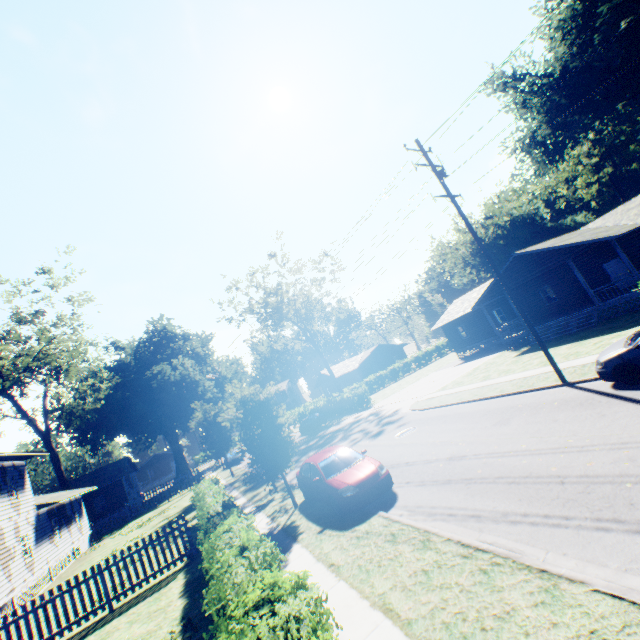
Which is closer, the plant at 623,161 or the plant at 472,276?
the plant at 623,161

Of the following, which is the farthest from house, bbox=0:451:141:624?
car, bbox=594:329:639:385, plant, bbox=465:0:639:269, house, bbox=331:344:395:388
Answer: house, bbox=331:344:395:388

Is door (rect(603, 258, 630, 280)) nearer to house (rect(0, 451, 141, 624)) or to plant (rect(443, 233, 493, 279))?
plant (rect(443, 233, 493, 279))

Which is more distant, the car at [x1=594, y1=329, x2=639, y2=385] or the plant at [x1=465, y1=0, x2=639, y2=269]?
the plant at [x1=465, y1=0, x2=639, y2=269]

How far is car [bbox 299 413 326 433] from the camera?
34.6 meters

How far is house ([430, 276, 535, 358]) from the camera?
26.16m

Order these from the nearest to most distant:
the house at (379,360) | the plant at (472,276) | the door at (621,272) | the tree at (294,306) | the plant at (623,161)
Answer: the door at (621,272) → the plant at (623,161) → the tree at (294,306) → the plant at (472,276) → the house at (379,360)

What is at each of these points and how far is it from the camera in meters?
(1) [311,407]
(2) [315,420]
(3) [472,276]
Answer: (1) hedge, 45.2
(2) car, 34.6
(3) plant, 59.5
